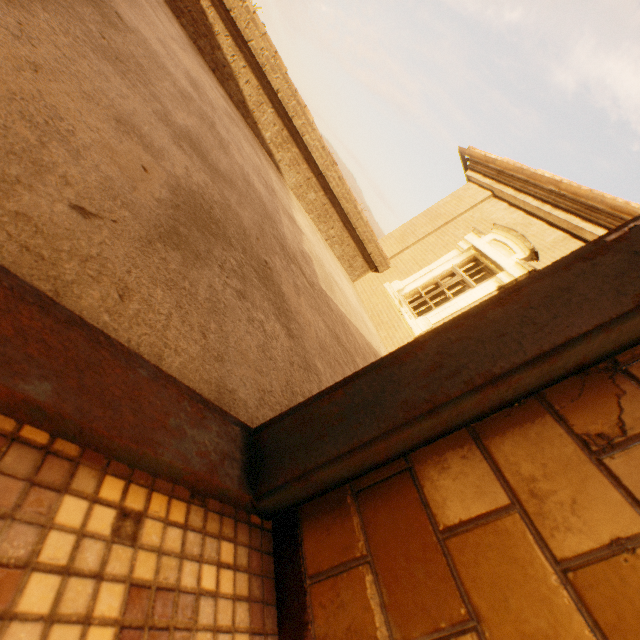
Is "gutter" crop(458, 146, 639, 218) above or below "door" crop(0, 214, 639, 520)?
above

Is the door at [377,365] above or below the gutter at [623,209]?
below

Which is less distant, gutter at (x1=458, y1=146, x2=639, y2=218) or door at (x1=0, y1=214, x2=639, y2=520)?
door at (x1=0, y1=214, x2=639, y2=520)

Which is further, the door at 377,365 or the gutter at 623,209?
the gutter at 623,209

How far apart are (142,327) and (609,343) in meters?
1.0
